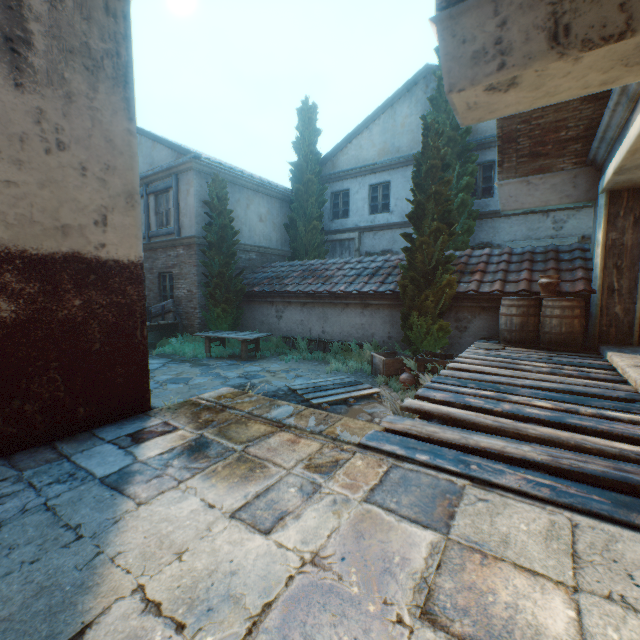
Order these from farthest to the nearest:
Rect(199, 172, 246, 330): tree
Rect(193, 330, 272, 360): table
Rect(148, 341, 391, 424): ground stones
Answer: Rect(199, 172, 246, 330): tree → Rect(193, 330, 272, 360): table → Rect(148, 341, 391, 424): ground stones

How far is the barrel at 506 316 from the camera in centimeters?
636cm

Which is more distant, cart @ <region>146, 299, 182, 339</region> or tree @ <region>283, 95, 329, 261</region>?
tree @ <region>283, 95, 329, 261</region>

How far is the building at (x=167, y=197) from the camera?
11.88m

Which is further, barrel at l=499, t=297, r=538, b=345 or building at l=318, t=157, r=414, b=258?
building at l=318, t=157, r=414, b=258

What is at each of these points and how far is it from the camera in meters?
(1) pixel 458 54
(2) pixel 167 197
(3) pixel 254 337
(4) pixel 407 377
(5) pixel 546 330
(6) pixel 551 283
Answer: (1) building, 3.2
(2) building, 12.1
(3) table, 9.4
(4) ceramic pot, 6.8
(5) barrel, 6.2
(6) ceramic pot, 6.2

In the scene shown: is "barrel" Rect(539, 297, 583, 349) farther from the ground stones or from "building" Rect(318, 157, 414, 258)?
"building" Rect(318, 157, 414, 258)

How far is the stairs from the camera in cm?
260
